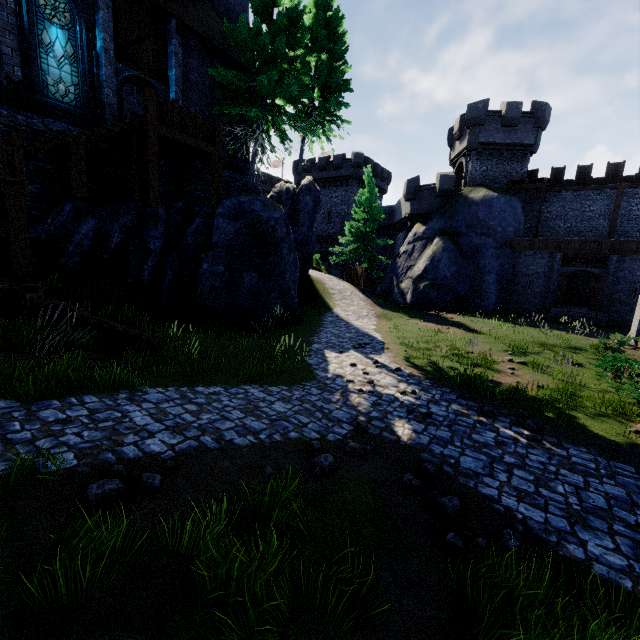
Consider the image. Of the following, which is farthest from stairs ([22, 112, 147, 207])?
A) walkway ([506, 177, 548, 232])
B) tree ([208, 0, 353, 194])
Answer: walkway ([506, 177, 548, 232])

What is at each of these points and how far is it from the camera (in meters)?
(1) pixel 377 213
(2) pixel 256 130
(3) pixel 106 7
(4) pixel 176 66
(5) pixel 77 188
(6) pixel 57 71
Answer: (1) tree, 28.77
(2) tree, 16.16
(3) building, 12.37
(4) building, 14.89
(5) stairs, 10.42
(6) window glass, 11.84

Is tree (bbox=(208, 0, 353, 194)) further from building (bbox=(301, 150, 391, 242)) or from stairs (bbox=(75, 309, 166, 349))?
building (bbox=(301, 150, 391, 242))

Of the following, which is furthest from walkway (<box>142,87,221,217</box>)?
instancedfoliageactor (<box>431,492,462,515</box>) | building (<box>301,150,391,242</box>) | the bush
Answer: building (<box>301,150,391,242</box>)

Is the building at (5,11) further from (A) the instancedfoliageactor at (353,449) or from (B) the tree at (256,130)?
(A) the instancedfoliageactor at (353,449)

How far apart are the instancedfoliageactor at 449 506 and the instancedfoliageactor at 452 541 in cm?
42

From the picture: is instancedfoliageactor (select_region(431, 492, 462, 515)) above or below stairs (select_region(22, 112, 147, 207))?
below

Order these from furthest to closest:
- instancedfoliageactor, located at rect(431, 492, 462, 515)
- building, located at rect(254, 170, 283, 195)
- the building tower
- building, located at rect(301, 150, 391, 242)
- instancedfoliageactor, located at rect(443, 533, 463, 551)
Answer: building, located at rect(254, 170, 283, 195)
building, located at rect(301, 150, 391, 242)
the building tower
instancedfoliageactor, located at rect(431, 492, 462, 515)
instancedfoliageactor, located at rect(443, 533, 463, 551)
